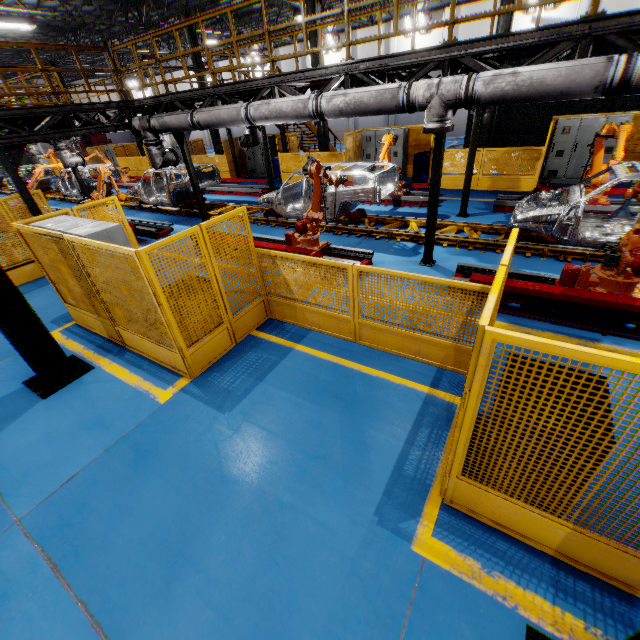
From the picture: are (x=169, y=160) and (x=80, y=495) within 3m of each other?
no

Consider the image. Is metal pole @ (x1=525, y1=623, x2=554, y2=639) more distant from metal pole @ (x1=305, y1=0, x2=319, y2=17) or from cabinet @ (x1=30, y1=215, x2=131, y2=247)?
metal pole @ (x1=305, y1=0, x2=319, y2=17)

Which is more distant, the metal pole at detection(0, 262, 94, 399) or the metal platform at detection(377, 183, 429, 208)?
the metal platform at detection(377, 183, 429, 208)

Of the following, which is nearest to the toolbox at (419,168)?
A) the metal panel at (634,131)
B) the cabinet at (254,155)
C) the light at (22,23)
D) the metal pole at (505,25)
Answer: the metal panel at (634,131)

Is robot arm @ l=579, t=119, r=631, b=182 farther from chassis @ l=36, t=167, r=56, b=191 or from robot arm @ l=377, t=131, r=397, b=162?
robot arm @ l=377, t=131, r=397, b=162

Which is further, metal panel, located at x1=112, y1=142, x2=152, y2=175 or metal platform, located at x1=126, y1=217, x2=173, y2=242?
metal panel, located at x1=112, y1=142, x2=152, y2=175

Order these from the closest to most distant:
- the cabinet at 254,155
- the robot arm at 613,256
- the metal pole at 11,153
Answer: the robot arm at 613,256
the metal pole at 11,153
the cabinet at 254,155

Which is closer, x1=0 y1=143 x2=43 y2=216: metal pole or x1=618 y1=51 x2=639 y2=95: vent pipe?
x1=618 y1=51 x2=639 y2=95: vent pipe
